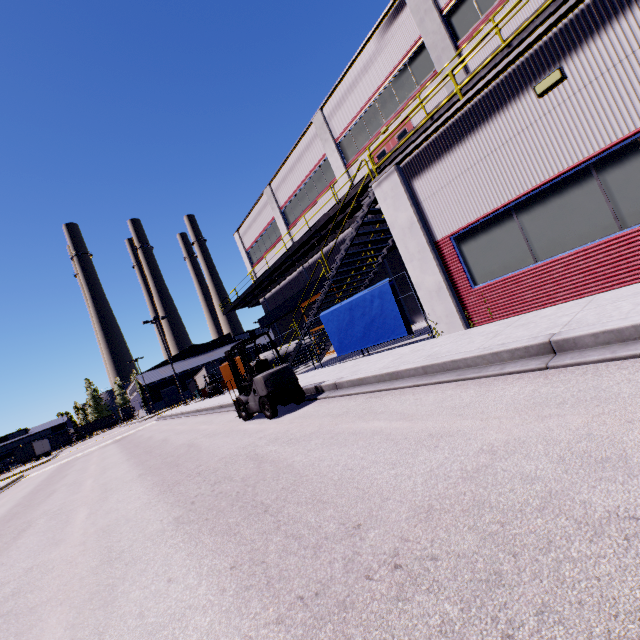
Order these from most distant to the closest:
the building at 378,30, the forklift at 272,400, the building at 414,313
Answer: the building at 414,313 → the building at 378,30 → the forklift at 272,400

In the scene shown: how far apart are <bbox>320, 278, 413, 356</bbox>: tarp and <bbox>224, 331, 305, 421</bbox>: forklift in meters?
3.3

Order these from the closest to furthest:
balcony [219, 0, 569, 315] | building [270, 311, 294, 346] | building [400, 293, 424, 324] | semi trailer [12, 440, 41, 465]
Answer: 1. balcony [219, 0, 569, 315]
2. building [400, 293, 424, 324]
3. building [270, 311, 294, 346]
4. semi trailer [12, 440, 41, 465]

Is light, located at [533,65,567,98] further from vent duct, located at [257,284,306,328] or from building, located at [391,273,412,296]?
vent duct, located at [257,284,306,328]

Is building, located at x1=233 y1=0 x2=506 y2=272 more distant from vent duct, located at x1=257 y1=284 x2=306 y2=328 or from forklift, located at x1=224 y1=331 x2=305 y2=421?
forklift, located at x1=224 y1=331 x2=305 y2=421

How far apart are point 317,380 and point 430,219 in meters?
5.8

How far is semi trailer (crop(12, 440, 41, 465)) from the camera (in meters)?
55.09

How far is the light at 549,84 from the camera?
5.9 meters
